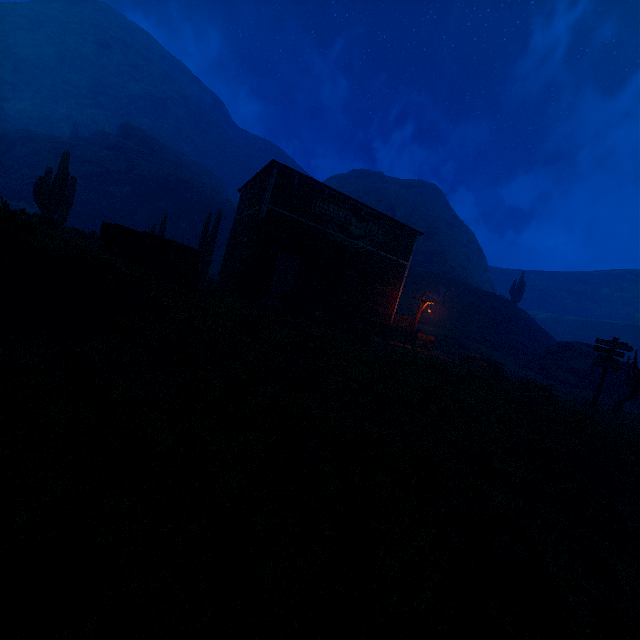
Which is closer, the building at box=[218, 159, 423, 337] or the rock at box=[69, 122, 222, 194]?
the building at box=[218, 159, 423, 337]

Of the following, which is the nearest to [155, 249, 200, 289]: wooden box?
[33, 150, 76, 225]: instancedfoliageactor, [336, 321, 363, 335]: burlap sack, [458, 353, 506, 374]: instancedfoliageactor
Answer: [336, 321, 363, 335]: burlap sack

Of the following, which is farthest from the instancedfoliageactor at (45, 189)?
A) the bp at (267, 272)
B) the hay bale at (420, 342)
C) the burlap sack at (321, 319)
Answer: the hay bale at (420, 342)

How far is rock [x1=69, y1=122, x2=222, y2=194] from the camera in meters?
45.7 m

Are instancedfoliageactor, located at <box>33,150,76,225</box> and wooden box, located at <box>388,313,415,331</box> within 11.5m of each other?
no

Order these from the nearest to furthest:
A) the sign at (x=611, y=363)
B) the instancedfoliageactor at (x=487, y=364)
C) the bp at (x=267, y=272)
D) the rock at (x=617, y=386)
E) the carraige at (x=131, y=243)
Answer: the carraige at (x=131, y=243) → the sign at (x=611, y=363) → the bp at (x=267, y=272) → the instancedfoliageactor at (x=487, y=364) → the rock at (x=617, y=386)

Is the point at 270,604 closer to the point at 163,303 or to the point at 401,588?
the point at 401,588

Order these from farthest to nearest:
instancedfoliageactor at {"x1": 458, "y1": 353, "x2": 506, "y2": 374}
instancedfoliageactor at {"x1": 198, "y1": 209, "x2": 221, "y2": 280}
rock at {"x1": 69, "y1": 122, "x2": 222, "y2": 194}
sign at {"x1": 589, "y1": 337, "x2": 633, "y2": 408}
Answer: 1. rock at {"x1": 69, "y1": 122, "x2": 222, "y2": 194}
2. instancedfoliageactor at {"x1": 198, "y1": 209, "x2": 221, "y2": 280}
3. instancedfoliageactor at {"x1": 458, "y1": 353, "x2": 506, "y2": 374}
4. sign at {"x1": 589, "y1": 337, "x2": 633, "y2": 408}
